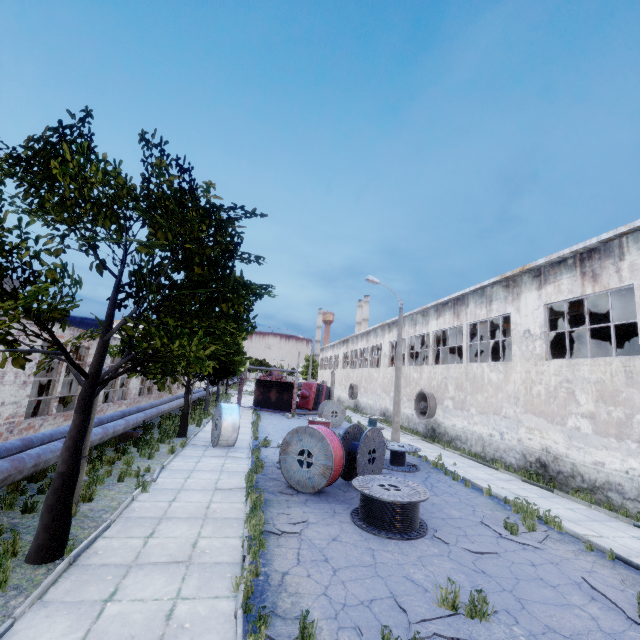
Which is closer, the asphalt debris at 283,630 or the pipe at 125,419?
the asphalt debris at 283,630

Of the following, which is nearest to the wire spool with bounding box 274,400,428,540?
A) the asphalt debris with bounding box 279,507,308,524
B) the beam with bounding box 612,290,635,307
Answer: the asphalt debris with bounding box 279,507,308,524

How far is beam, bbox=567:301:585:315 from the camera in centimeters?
1620cm

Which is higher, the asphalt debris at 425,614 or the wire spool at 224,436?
the wire spool at 224,436

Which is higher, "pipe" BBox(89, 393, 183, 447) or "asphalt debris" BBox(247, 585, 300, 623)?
"pipe" BBox(89, 393, 183, 447)

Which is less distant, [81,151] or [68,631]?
[68,631]

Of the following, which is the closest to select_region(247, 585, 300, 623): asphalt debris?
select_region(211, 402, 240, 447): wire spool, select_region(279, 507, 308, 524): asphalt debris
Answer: select_region(279, 507, 308, 524): asphalt debris

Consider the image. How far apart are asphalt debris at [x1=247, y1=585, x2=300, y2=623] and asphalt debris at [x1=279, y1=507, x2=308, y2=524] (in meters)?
1.97
